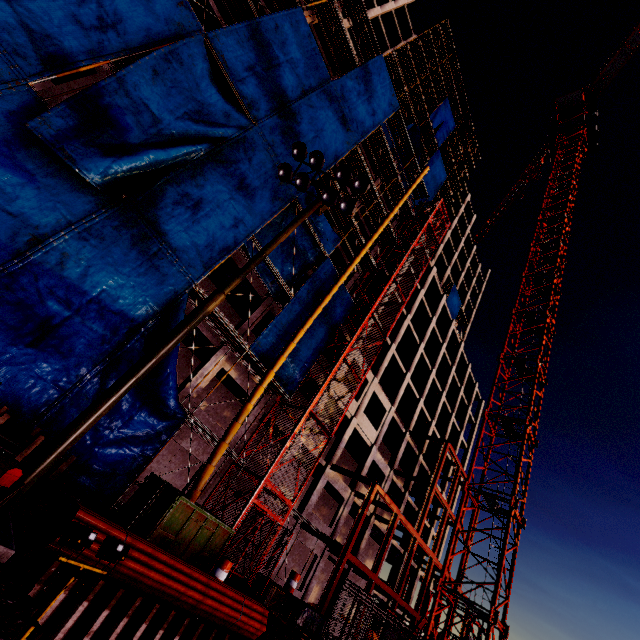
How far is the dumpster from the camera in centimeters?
1000cm

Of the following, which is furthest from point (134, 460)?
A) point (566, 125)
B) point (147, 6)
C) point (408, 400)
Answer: point (566, 125)

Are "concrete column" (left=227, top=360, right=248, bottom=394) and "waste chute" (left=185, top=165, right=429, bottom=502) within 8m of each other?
yes

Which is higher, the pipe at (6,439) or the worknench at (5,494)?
the worknench at (5,494)

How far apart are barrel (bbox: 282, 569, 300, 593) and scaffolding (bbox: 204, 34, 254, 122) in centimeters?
2249cm

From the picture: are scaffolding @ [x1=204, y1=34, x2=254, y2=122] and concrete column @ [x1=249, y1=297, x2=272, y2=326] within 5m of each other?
no

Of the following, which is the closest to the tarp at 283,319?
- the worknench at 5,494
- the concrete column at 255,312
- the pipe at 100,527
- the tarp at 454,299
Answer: the concrete column at 255,312

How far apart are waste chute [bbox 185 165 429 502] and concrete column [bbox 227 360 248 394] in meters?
2.2
